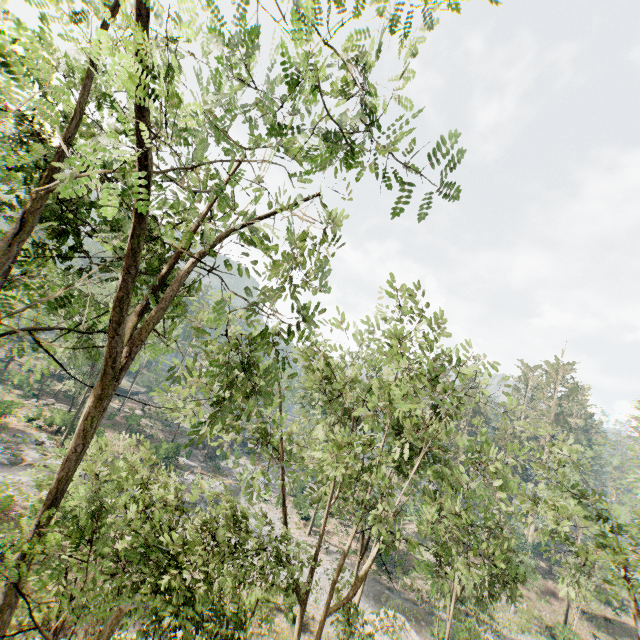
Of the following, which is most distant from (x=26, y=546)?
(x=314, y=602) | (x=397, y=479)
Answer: (x=314, y=602)

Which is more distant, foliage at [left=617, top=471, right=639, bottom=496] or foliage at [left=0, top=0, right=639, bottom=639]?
foliage at [left=617, top=471, right=639, bottom=496]

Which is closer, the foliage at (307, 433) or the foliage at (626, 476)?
the foliage at (307, 433)
